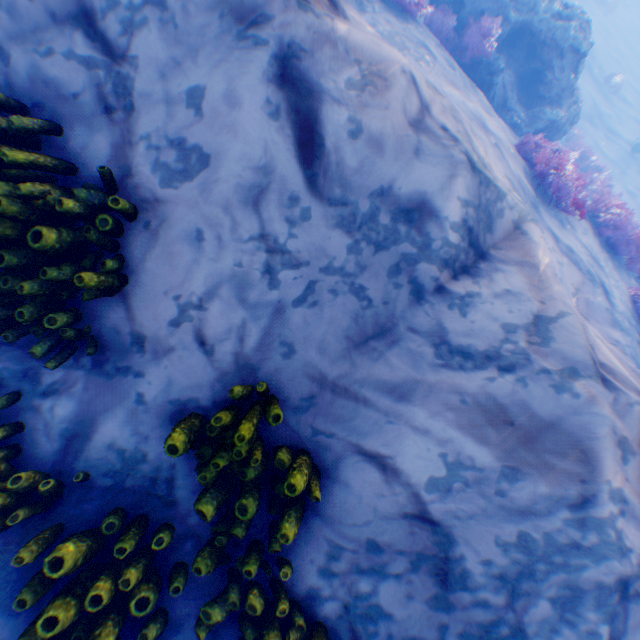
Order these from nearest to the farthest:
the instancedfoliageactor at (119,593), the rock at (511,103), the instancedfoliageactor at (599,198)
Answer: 1. the instancedfoliageactor at (119,593)
2. the instancedfoliageactor at (599,198)
3. the rock at (511,103)

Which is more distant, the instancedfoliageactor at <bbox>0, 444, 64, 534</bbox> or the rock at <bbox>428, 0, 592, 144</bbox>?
the rock at <bbox>428, 0, 592, 144</bbox>

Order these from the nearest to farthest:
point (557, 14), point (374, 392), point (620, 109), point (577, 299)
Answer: point (374, 392) < point (577, 299) < point (557, 14) < point (620, 109)

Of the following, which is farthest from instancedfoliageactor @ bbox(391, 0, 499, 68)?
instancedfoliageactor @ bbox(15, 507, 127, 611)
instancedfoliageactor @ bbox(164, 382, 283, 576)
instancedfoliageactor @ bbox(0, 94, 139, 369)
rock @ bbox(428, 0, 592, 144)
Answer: instancedfoliageactor @ bbox(15, 507, 127, 611)

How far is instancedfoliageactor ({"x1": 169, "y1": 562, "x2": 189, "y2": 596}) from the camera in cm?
261

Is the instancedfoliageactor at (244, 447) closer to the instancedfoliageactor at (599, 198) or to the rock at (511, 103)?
the instancedfoliageactor at (599, 198)

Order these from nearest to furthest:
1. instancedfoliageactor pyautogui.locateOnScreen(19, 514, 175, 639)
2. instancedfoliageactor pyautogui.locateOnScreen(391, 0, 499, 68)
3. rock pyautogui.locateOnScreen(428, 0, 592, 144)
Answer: instancedfoliageactor pyautogui.locateOnScreen(19, 514, 175, 639) → instancedfoliageactor pyautogui.locateOnScreen(391, 0, 499, 68) → rock pyautogui.locateOnScreen(428, 0, 592, 144)

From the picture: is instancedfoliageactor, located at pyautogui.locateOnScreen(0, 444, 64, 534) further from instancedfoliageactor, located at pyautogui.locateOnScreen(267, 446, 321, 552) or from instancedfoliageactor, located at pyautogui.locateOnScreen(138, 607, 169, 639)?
instancedfoliageactor, located at pyautogui.locateOnScreen(267, 446, 321, 552)
